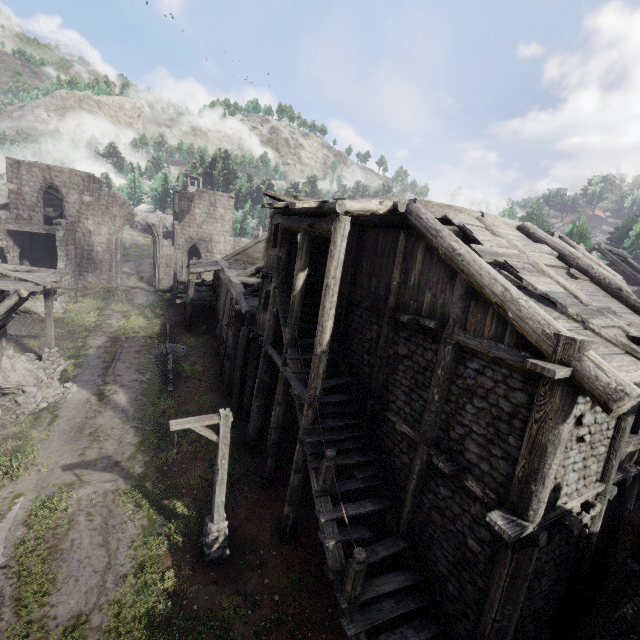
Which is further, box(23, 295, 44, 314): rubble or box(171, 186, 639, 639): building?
box(23, 295, 44, 314): rubble

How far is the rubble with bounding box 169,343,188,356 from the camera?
21.9m

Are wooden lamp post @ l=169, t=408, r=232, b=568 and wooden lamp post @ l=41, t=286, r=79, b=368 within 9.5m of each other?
no

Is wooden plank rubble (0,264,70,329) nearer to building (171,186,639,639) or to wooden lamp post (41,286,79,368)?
building (171,186,639,639)

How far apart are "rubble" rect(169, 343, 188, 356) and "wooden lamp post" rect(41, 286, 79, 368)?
4.89m

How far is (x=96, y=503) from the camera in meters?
10.7 m

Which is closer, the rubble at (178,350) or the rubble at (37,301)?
the rubble at (178,350)

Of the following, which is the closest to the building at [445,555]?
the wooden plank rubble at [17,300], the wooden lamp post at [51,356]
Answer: the wooden plank rubble at [17,300]
